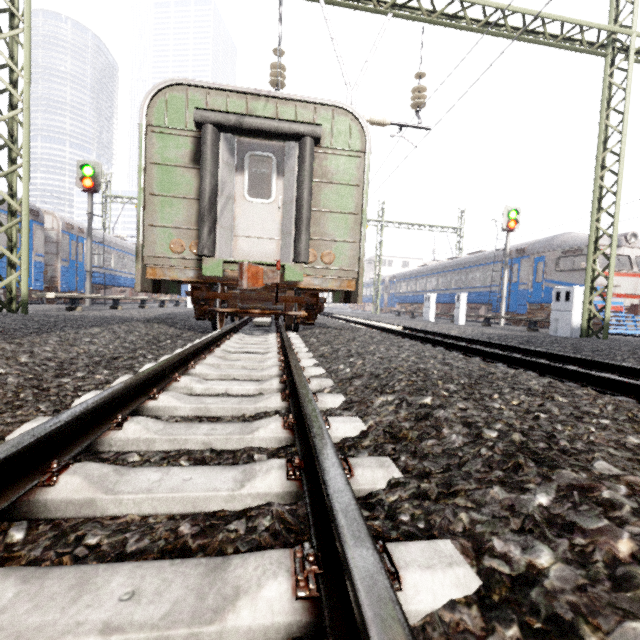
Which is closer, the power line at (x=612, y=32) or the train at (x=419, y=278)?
the power line at (x=612, y=32)

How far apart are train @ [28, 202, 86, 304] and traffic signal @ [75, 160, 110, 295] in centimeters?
169cm

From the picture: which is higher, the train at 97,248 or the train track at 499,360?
the train at 97,248

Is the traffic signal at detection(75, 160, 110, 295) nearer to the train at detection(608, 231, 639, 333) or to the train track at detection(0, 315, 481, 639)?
the train track at detection(0, 315, 481, 639)

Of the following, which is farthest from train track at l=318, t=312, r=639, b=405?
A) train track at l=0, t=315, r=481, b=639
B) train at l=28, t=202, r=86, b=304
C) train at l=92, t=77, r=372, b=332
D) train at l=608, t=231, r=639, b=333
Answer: train at l=28, t=202, r=86, b=304

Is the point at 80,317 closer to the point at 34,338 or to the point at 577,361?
the point at 34,338

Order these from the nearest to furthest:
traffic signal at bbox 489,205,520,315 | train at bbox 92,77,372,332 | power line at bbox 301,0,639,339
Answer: train at bbox 92,77,372,332 < power line at bbox 301,0,639,339 < traffic signal at bbox 489,205,520,315

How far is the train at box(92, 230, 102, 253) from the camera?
16.5 meters
